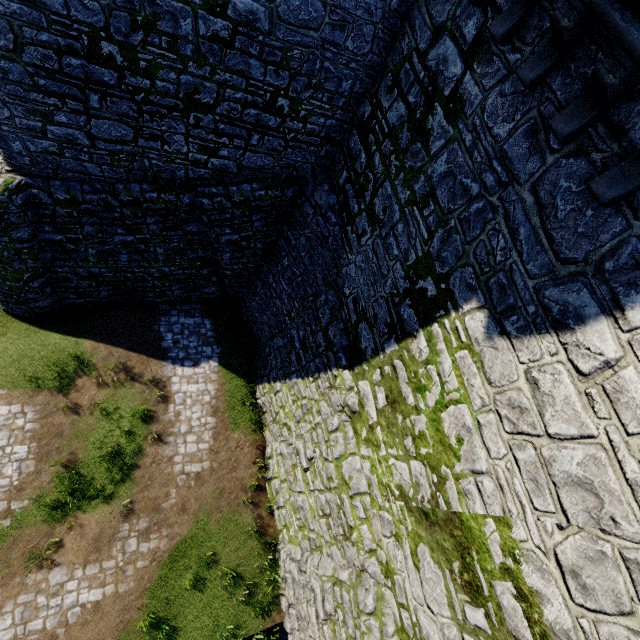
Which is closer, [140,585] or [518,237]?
[518,237]
